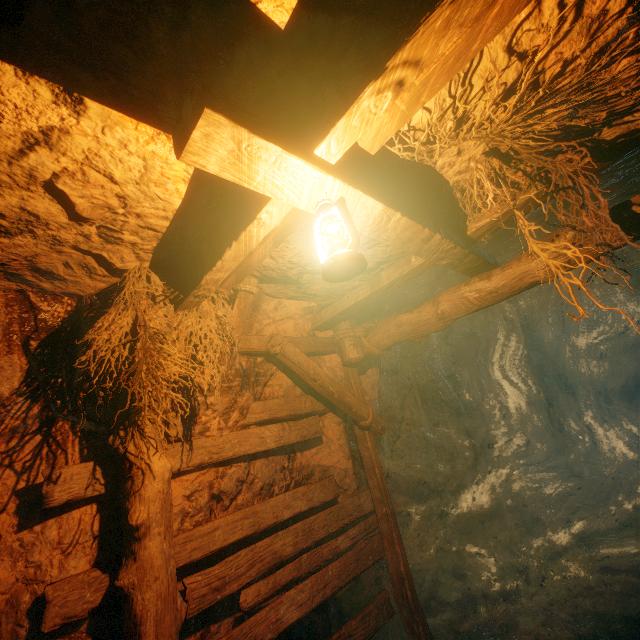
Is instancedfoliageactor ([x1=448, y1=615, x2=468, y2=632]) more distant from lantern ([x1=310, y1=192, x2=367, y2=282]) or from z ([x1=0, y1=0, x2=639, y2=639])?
lantern ([x1=310, y1=192, x2=367, y2=282])

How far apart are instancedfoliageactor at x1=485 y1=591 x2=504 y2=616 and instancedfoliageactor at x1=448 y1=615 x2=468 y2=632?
0.4 meters

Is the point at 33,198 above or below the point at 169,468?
above

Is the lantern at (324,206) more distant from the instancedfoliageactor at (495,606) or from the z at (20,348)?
the instancedfoliageactor at (495,606)

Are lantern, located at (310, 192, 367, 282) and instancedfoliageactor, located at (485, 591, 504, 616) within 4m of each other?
no

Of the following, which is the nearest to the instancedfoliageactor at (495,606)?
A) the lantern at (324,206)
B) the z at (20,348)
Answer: the z at (20,348)

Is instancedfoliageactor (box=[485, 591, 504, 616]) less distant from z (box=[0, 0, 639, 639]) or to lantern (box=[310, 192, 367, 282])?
z (box=[0, 0, 639, 639])
